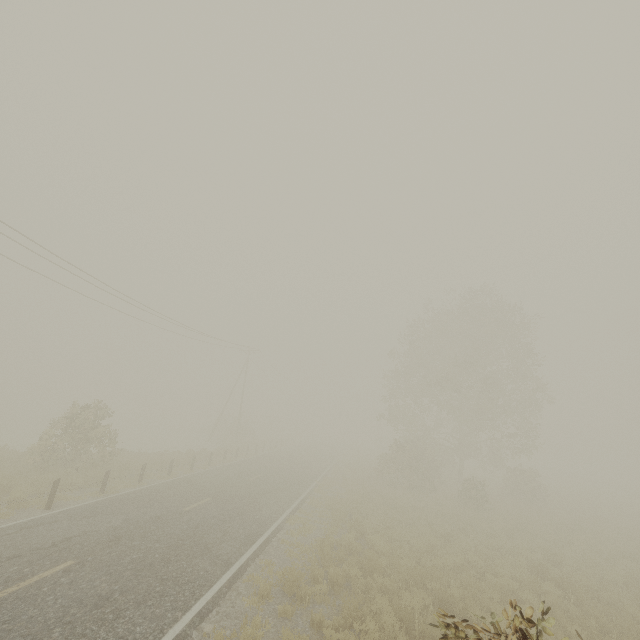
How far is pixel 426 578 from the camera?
10.1m
